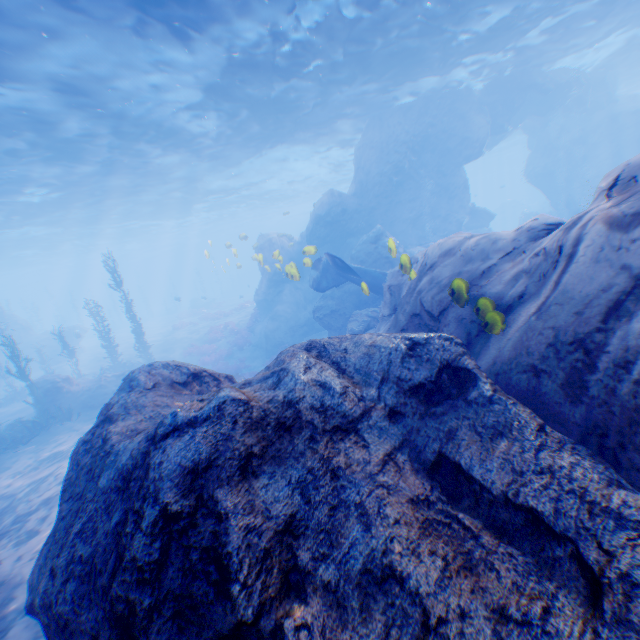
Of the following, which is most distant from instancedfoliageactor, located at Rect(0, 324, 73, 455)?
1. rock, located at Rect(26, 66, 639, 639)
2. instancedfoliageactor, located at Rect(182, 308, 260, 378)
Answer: instancedfoliageactor, located at Rect(182, 308, 260, 378)

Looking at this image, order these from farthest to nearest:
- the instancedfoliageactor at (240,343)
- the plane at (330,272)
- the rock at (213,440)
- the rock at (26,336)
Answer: the rock at (26,336)
the instancedfoliageactor at (240,343)
the plane at (330,272)
the rock at (213,440)

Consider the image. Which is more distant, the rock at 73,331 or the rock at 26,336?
the rock at 73,331

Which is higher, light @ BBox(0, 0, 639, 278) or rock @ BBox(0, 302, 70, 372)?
light @ BBox(0, 0, 639, 278)

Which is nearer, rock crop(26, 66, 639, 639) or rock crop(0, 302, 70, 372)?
rock crop(26, 66, 639, 639)

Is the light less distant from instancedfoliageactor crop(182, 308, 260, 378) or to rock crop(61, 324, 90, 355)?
rock crop(61, 324, 90, 355)

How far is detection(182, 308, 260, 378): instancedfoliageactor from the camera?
21.8 meters

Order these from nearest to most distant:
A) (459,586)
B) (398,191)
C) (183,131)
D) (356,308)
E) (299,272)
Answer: (459,586)
(356,308)
(183,131)
(398,191)
(299,272)
